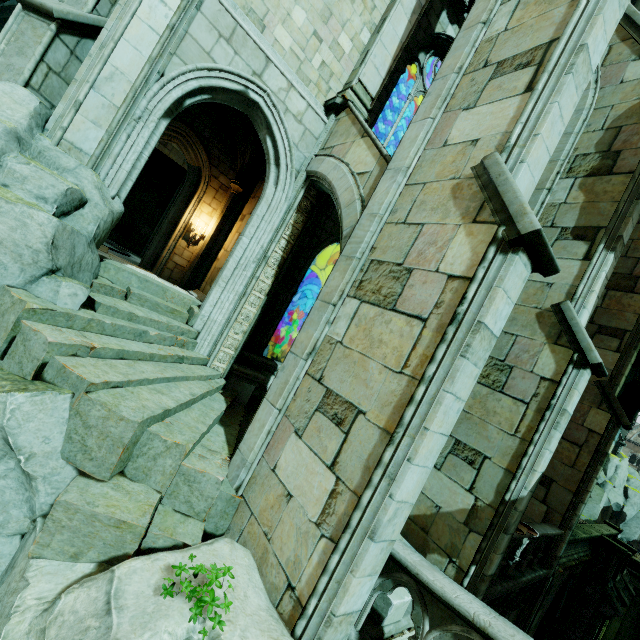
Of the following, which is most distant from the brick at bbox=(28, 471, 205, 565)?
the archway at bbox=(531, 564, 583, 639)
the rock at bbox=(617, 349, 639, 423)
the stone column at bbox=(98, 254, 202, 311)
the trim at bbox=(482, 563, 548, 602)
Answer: the rock at bbox=(617, 349, 639, 423)

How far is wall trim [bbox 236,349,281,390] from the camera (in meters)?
8.47

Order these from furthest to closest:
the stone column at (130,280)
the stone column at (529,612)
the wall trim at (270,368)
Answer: the stone column at (529,612) → the wall trim at (270,368) → the stone column at (130,280)

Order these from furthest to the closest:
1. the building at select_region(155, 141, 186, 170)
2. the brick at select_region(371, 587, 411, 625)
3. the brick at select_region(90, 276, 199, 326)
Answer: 1. the building at select_region(155, 141, 186, 170)
2. the brick at select_region(90, 276, 199, 326)
3. the brick at select_region(371, 587, 411, 625)

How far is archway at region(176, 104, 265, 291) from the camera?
11.85m

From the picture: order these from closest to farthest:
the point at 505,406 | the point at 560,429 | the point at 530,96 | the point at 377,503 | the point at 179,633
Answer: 1. the point at 179,633
2. the point at 377,503
3. the point at 530,96
4. the point at 560,429
5. the point at 505,406

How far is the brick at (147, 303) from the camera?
6.2m

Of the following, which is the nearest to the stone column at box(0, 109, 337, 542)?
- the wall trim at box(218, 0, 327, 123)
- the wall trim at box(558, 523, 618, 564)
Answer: the wall trim at box(218, 0, 327, 123)
